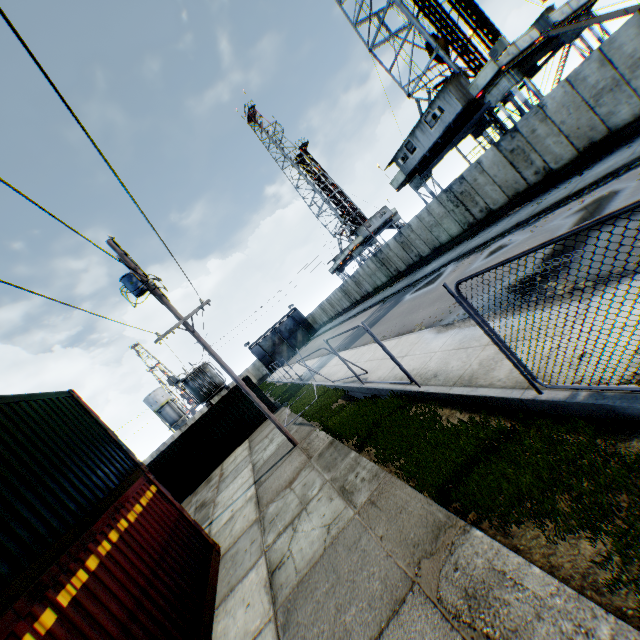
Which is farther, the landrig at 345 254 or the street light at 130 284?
the landrig at 345 254

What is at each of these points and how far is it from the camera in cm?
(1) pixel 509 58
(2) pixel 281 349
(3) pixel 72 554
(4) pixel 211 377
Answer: (1) landrig, 1814
(2) metal gate, 5575
(3) storage container, 480
(4) electrical compensator, 2948

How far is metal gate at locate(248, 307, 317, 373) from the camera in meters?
54.8

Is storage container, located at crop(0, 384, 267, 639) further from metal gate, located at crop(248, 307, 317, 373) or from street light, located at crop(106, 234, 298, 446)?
metal gate, located at crop(248, 307, 317, 373)

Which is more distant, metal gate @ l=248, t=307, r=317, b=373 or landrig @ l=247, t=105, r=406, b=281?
metal gate @ l=248, t=307, r=317, b=373

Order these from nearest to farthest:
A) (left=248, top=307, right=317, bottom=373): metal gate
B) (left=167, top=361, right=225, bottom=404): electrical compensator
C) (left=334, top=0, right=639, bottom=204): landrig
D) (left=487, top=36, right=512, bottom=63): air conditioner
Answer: (left=487, top=36, right=512, bottom=63): air conditioner < (left=334, top=0, right=639, bottom=204): landrig < (left=167, top=361, right=225, bottom=404): electrical compensator < (left=248, top=307, right=317, bottom=373): metal gate

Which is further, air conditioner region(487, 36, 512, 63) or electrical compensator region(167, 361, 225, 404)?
electrical compensator region(167, 361, 225, 404)

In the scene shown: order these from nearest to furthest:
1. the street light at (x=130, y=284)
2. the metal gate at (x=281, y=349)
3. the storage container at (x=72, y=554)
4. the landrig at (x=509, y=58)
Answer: the storage container at (x=72, y=554) → the street light at (x=130, y=284) → the landrig at (x=509, y=58) → the metal gate at (x=281, y=349)
